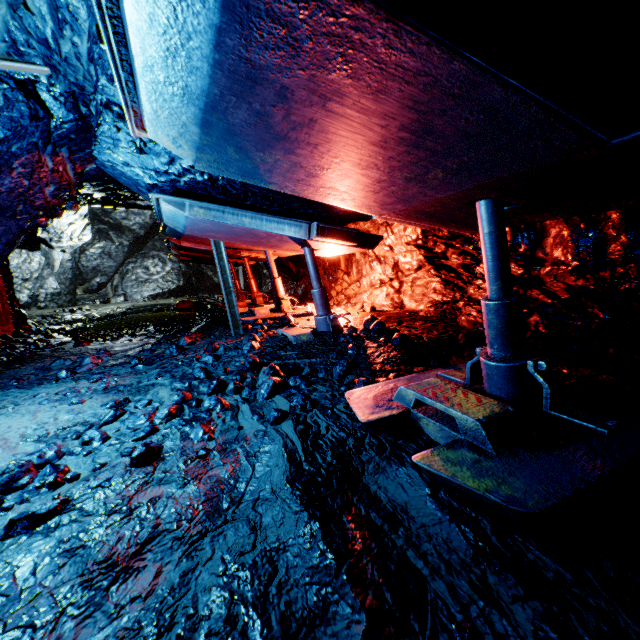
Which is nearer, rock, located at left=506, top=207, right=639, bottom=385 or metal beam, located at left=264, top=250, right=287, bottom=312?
rock, located at left=506, top=207, right=639, bottom=385

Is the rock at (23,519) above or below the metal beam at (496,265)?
below

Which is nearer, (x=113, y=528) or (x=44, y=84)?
(x=113, y=528)

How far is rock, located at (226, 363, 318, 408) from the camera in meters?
3.0

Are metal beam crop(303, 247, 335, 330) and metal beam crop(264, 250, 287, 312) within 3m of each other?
yes

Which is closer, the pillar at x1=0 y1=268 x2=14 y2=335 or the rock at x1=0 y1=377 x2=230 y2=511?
the rock at x1=0 y1=377 x2=230 y2=511

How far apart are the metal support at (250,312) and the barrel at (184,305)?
6.3m

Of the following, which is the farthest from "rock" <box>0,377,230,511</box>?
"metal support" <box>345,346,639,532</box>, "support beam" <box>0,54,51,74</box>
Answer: "metal support" <box>345,346,639,532</box>
